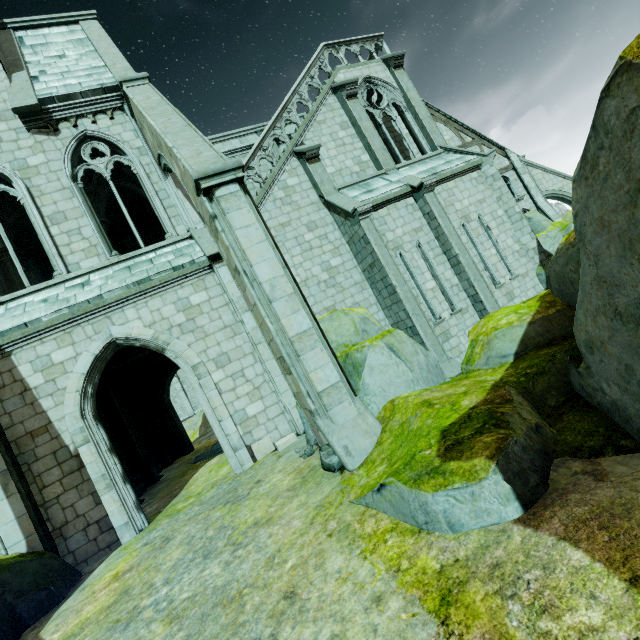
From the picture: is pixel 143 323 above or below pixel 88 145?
below

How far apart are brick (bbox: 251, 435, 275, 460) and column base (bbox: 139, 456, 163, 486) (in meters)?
8.20

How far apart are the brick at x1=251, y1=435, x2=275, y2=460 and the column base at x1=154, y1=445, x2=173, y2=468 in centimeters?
1114cm

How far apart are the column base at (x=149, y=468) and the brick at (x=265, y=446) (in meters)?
8.20

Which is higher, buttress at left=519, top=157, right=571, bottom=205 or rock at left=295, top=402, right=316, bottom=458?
buttress at left=519, top=157, right=571, bottom=205

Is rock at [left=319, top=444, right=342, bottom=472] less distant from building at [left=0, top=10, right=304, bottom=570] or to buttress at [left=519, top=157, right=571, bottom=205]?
building at [left=0, top=10, right=304, bottom=570]

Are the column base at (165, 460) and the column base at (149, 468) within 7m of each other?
yes

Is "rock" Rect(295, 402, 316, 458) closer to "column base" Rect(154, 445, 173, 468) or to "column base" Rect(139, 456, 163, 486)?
"column base" Rect(139, 456, 163, 486)
